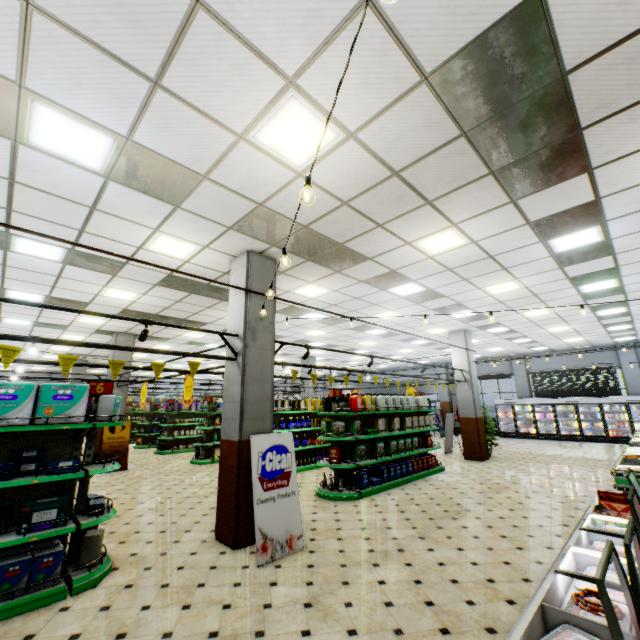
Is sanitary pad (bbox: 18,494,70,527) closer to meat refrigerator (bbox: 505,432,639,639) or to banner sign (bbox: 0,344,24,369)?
banner sign (bbox: 0,344,24,369)

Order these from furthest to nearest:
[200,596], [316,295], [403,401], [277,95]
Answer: [403,401] < [316,295] < [200,596] < [277,95]

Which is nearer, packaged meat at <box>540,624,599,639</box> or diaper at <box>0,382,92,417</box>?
packaged meat at <box>540,624,599,639</box>

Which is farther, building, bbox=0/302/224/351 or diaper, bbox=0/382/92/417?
building, bbox=0/302/224/351

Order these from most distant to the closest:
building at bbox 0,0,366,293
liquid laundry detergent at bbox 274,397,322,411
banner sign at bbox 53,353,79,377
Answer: liquid laundry detergent at bbox 274,397,322,411
banner sign at bbox 53,353,79,377
building at bbox 0,0,366,293

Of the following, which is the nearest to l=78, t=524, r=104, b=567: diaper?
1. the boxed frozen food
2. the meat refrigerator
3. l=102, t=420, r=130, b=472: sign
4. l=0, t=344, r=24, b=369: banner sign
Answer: l=0, t=344, r=24, b=369: banner sign

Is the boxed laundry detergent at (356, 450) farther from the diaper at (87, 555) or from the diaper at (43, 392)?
the diaper at (43, 392)

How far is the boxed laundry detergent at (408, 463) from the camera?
7.8 meters
